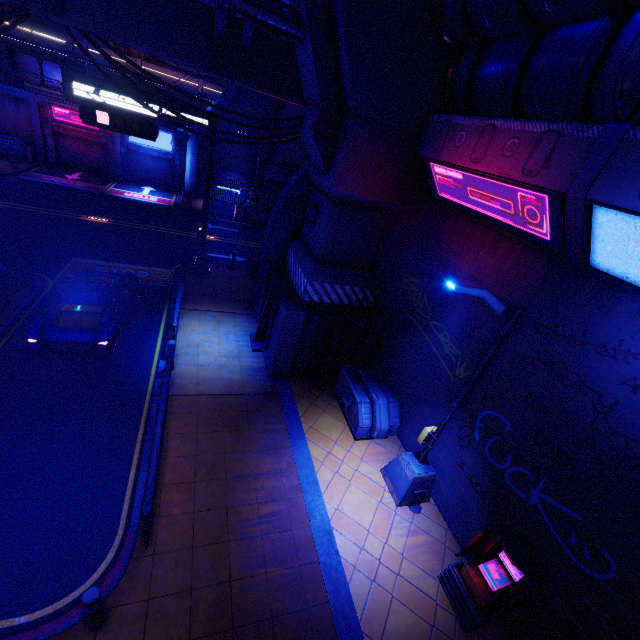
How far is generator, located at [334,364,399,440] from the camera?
9.52m

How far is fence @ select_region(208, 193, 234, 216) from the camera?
25.8 meters

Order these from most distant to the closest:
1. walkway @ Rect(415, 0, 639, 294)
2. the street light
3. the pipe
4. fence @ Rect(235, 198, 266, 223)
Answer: fence @ Rect(235, 198, 266, 223)
the pipe
the street light
walkway @ Rect(415, 0, 639, 294)

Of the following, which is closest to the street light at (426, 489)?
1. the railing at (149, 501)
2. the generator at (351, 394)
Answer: the generator at (351, 394)

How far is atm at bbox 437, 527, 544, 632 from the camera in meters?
5.9

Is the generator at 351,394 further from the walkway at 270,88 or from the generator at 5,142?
the generator at 5,142

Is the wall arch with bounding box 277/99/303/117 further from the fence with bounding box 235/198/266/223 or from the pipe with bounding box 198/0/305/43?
the pipe with bounding box 198/0/305/43

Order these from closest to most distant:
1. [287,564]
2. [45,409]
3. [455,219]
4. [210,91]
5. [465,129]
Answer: [287,564] < [465,129] < [45,409] < [455,219] < [210,91]
